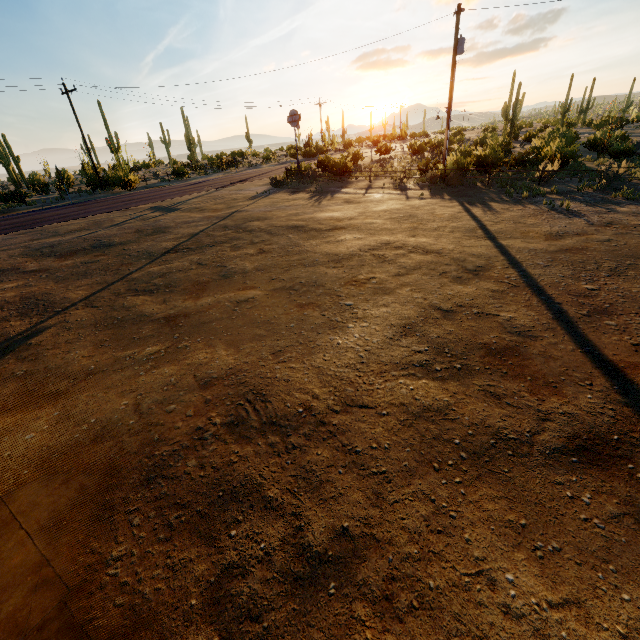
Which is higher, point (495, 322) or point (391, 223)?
point (391, 223)

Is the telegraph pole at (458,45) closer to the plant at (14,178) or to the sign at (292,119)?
the sign at (292,119)

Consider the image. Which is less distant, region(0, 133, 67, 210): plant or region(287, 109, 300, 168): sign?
region(287, 109, 300, 168): sign

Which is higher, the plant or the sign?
the sign

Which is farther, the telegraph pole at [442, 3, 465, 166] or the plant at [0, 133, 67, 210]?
the plant at [0, 133, 67, 210]

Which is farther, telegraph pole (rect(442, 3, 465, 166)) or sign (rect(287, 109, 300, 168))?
sign (rect(287, 109, 300, 168))

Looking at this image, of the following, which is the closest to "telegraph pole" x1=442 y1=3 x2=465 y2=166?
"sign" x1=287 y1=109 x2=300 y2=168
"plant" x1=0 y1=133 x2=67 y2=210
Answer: "sign" x1=287 y1=109 x2=300 y2=168

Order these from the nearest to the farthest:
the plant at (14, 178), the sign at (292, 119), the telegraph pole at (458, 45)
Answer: the telegraph pole at (458, 45)
the sign at (292, 119)
the plant at (14, 178)
